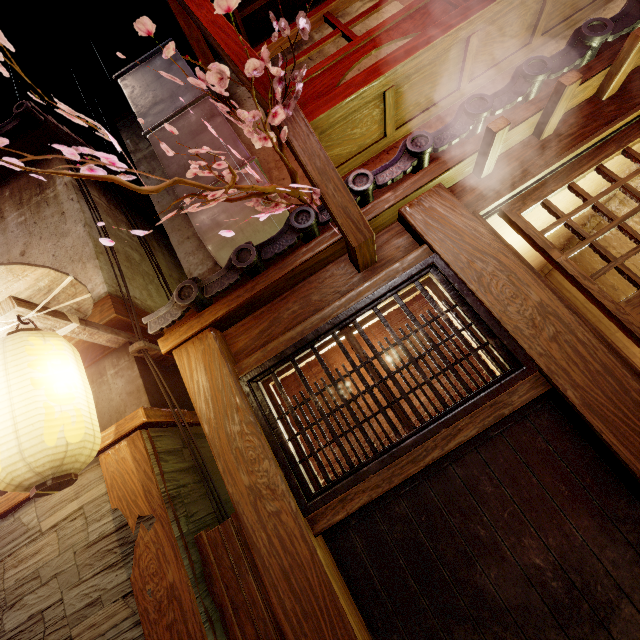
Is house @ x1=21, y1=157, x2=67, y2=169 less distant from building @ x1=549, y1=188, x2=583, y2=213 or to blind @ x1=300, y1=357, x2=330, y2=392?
blind @ x1=300, y1=357, x2=330, y2=392

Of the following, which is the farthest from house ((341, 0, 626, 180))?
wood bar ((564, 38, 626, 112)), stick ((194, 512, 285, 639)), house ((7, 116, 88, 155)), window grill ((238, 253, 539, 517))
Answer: stick ((194, 512, 285, 639))

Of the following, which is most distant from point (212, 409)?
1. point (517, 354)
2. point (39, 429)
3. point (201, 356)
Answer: point (517, 354)

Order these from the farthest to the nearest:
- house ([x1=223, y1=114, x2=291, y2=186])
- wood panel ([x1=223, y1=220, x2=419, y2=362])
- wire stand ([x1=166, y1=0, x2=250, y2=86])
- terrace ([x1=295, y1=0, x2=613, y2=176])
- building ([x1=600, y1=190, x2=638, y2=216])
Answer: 1. building ([x1=600, y1=190, x2=638, y2=216])
2. house ([x1=223, y1=114, x2=291, y2=186])
3. terrace ([x1=295, y1=0, x2=613, y2=176])
4. wood panel ([x1=223, y1=220, x2=419, y2=362])
5. wire stand ([x1=166, y1=0, x2=250, y2=86])

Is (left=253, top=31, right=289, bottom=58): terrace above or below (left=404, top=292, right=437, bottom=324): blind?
above

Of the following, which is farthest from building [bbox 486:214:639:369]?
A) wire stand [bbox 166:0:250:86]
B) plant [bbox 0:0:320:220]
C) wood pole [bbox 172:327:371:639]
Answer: Result: wood pole [bbox 172:327:371:639]

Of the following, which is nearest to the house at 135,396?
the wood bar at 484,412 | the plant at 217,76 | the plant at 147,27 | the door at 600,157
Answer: the plant at 217,76

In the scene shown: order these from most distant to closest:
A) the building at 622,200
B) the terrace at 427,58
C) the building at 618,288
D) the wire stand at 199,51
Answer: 1. the building at 618,288
2. the building at 622,200
3. the terrace at 427,58
4. the wire stand at 199,51
